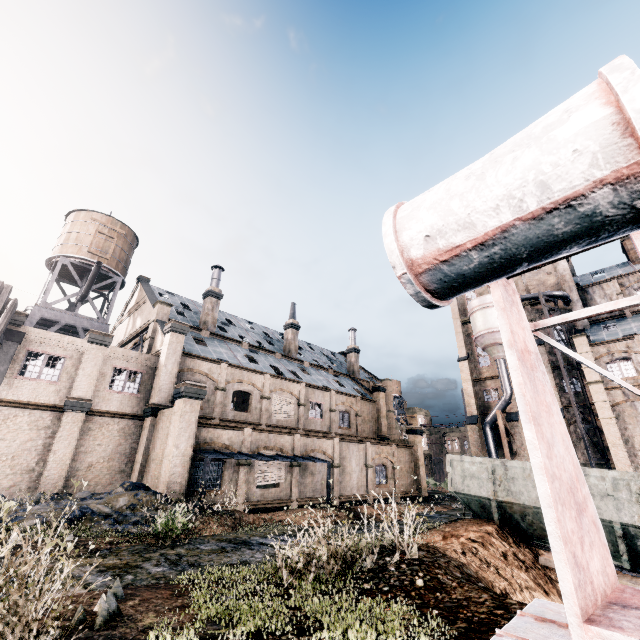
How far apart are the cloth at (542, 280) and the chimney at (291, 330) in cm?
3104

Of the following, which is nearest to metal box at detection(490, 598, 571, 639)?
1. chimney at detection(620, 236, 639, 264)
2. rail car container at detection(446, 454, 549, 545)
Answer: rail car container at detection(446, 454, 549, 545)

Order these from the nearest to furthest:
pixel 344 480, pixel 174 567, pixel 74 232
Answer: pixel 174 567 < pixel 344 480 < pixel 74 232

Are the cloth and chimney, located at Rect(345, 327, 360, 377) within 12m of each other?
no

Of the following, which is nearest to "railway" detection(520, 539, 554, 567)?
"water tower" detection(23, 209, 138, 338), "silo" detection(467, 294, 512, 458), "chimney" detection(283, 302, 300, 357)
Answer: "silo" detection(467, 294, 512, 458)

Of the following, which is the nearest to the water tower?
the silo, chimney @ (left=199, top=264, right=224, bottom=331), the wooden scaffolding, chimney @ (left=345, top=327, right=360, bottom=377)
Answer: chimney @ (left=199, top=264, right=224, bottom=331)

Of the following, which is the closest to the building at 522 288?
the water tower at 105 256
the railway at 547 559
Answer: the water tower at 105 256

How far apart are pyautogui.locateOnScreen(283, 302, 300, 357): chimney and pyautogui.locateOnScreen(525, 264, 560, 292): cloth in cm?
3104
